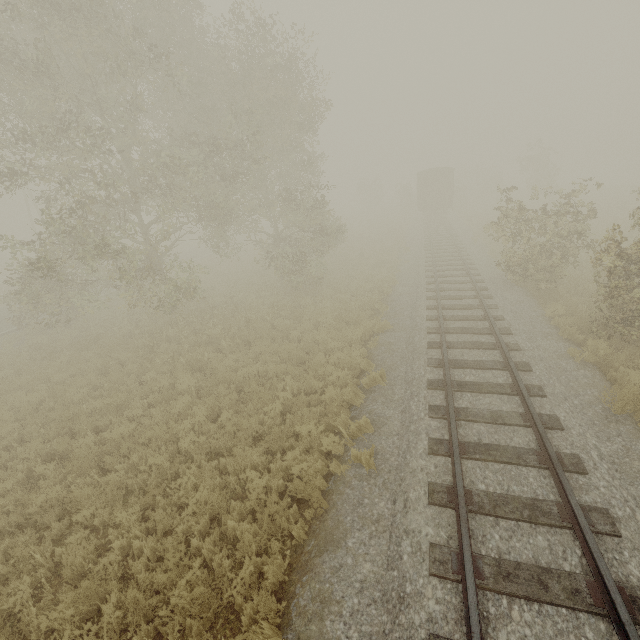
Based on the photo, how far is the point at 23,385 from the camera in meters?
11.7 m

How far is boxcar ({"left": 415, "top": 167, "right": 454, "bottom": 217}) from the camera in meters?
31.4

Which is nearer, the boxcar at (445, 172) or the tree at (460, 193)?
the tree at (460, 193)

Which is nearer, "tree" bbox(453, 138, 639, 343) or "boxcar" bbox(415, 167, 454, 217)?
"tree" bbox(453, 138, 639, 343)

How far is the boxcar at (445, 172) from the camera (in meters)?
31.36
